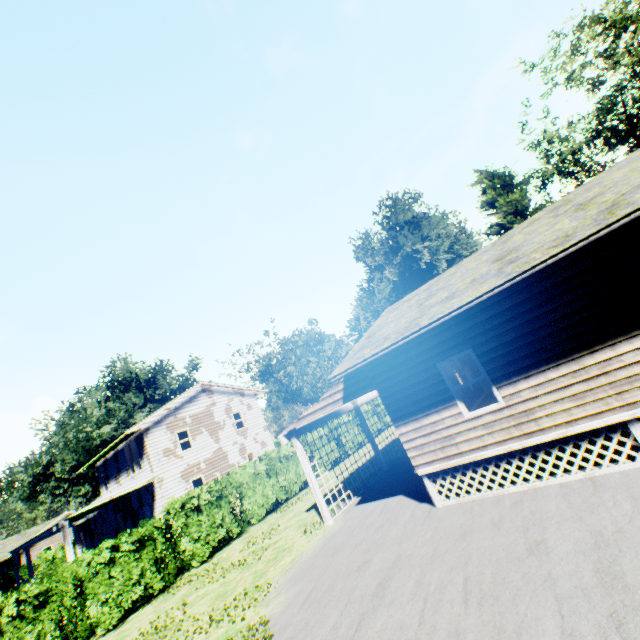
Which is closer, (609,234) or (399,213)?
(609,234)

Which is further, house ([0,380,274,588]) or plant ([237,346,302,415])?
plant ([237,346,302,415])

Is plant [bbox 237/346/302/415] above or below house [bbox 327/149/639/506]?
above

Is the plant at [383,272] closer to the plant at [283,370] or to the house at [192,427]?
the plant at [283,370]

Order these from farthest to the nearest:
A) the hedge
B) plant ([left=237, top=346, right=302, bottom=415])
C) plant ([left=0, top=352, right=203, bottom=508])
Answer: plant ([left=237, top=346, right=302, bottom=415]), plant ([left=0, top=352, right=203, bottom=508]), the hedge

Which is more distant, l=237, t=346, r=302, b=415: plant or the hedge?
l=237, t=346, r=302, b=415: plant

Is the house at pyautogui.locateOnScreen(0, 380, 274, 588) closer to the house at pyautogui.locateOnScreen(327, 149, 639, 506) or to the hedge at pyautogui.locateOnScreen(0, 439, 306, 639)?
the hedge at pyautogui.locateOnScreen(0, 439, 306, 639)

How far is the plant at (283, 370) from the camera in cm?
5325
